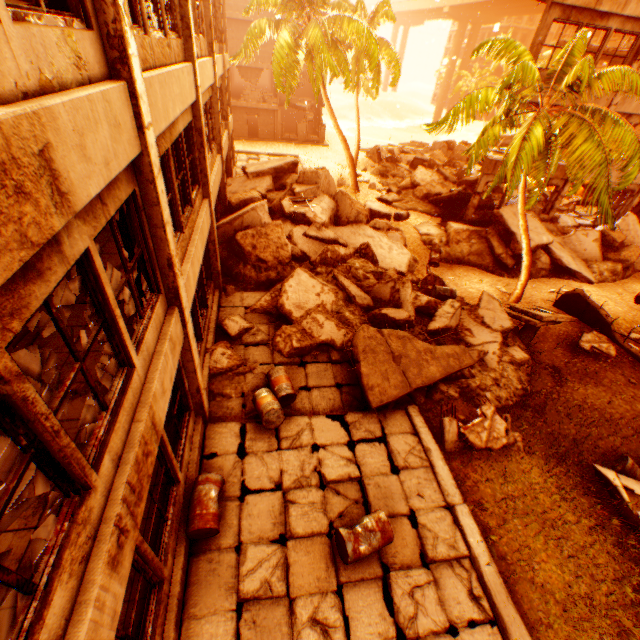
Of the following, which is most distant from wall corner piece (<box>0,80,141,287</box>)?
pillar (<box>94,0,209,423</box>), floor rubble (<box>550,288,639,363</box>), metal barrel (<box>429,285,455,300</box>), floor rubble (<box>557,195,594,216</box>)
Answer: floor rubble (<box>557,195,594,216</box>)

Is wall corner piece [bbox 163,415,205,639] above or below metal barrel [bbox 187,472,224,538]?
below

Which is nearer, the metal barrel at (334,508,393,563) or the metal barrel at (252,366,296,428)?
the metal barrel at (334,508,393,563)

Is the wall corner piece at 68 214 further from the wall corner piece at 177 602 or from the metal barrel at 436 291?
the metal barrel at 436 291

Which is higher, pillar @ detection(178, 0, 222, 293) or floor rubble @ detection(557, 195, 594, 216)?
pillar @ detection(178, 0, 222, 293)

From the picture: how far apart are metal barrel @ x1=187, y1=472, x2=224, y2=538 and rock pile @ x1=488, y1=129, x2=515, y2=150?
38.9m

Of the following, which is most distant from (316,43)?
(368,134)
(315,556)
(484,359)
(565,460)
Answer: (368,134)

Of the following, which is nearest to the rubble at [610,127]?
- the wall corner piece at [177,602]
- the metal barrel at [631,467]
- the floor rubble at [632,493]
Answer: the floor rubble at [632,493]
